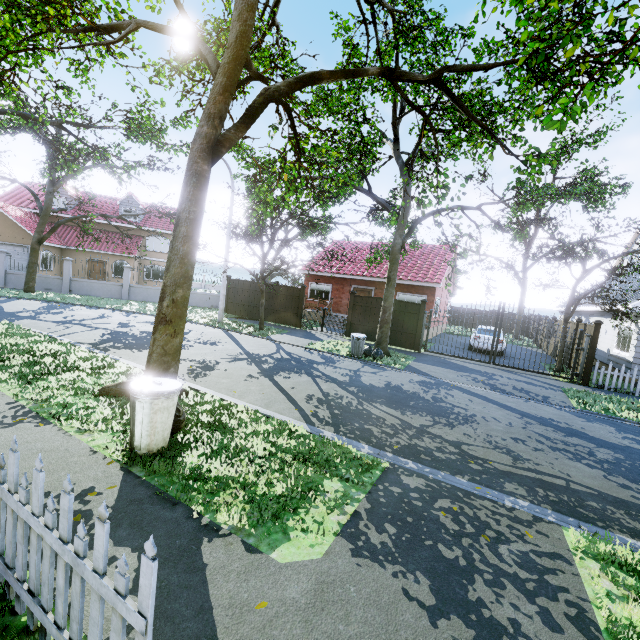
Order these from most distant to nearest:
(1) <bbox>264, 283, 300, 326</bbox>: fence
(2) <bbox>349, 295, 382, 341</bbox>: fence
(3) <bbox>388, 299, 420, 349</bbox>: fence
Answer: (1) <bbox>264, 283, 300, 326</bbox>: fence < (2) <bbox>349, 295, 382, 341</bbox>: fence < (3) <bbox>388, 299, 420, 349</bbox>: fence

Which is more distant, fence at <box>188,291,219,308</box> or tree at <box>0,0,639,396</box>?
fence at <box>188,291,219,308</box>

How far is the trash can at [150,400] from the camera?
4.3 meters

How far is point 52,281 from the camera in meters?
22.3 m

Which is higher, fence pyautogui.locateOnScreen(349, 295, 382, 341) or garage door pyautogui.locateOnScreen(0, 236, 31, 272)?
garage door pyautogui.locateOnScreen(0, 236, 31, 272)

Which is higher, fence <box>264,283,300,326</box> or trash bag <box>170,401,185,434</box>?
fence <box>264,283,300,326</box>

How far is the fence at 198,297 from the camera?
25.1 meters

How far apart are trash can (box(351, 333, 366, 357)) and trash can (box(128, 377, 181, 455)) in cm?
907
